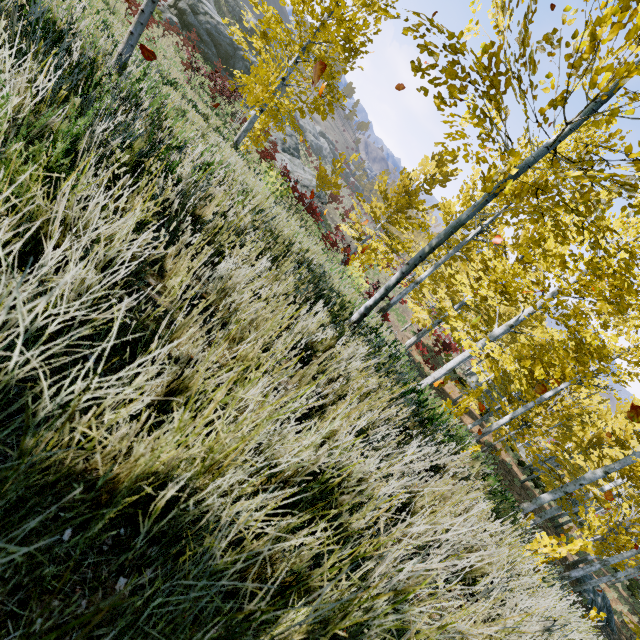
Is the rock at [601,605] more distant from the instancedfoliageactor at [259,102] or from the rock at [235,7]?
the rock at [235,7]

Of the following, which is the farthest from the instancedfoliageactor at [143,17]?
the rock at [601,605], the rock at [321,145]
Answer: the rock at [321,145]

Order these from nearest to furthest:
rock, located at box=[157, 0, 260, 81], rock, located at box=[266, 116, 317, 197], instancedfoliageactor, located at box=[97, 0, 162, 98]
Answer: instancedfoliageactor, located at box=[97, 0, 162, 98] → rock, located at box=[157, 0, 260, 81] → rock, located at box=[266, 116, 317, 197]

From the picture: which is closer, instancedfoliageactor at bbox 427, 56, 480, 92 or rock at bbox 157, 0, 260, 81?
instancedfoliageactor at bbox 427, 56, 480, 92

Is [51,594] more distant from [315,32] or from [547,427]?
[547,427]

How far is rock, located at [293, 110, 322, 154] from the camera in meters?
53.2 m

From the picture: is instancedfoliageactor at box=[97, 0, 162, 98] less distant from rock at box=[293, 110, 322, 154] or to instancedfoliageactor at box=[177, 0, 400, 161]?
instancedfoliageactor at box=[177, 0, 400, 161]

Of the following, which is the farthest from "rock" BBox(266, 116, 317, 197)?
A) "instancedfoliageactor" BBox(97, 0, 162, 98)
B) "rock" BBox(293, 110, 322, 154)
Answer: "rock" BBox(293, 110, 322, 154)
